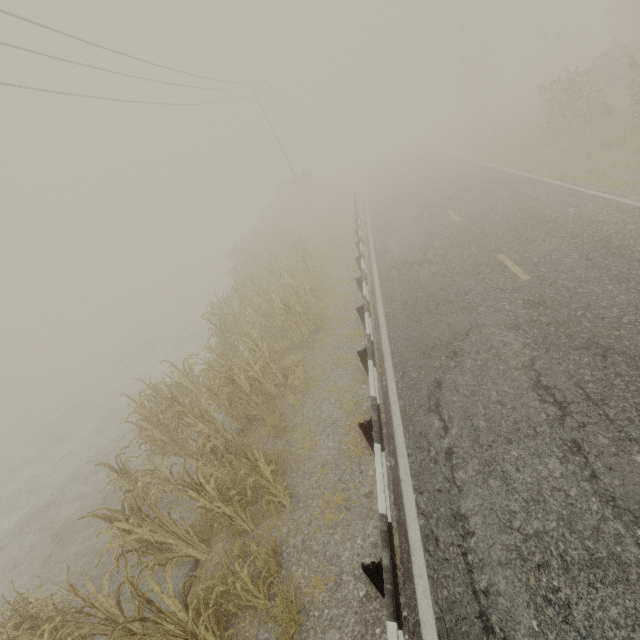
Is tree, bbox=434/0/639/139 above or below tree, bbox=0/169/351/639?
above

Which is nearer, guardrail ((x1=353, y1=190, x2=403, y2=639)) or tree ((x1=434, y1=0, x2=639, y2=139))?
guardrail ((x1=353, y1=190, x2=403, y2=639))

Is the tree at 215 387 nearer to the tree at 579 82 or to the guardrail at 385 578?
the tree at 579 82

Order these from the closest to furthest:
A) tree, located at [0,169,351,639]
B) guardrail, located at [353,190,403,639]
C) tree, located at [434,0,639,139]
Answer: guardrail, located at [353,190,403,639] < tree, located at [0,169,351,639] < tree, located at [434,0,639,139]

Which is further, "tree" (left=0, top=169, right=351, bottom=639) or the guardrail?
"tree" (left=0, top=169, right=351, bottom=639)

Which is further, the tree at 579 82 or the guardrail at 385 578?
the tree at 579 82

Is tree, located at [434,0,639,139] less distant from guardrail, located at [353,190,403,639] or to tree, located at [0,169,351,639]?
tree, located at [0,169,351,639]

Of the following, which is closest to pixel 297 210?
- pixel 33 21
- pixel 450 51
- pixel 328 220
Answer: pixel 328 220
